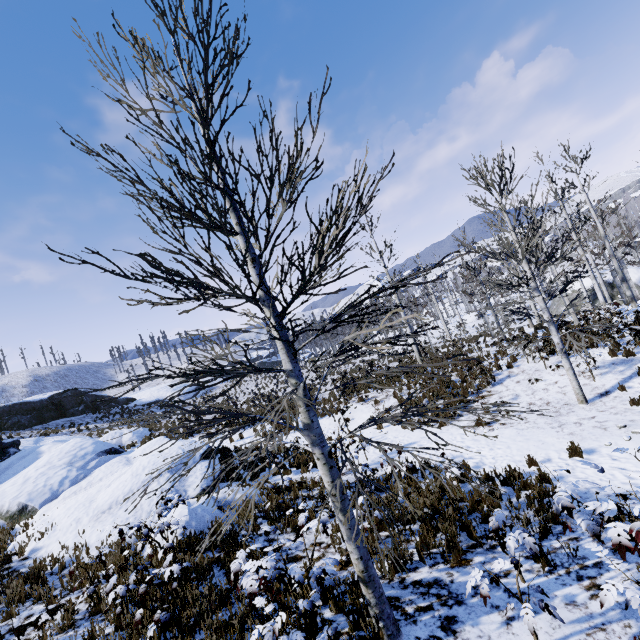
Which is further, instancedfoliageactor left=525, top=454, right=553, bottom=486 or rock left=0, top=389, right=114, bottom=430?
rock left=0, top=389, right=114, bottom=430

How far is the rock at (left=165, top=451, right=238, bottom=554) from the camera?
7.6m

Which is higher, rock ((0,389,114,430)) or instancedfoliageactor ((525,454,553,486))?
rock ((0,389,114,430))

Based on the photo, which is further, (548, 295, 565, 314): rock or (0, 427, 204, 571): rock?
(548, 295, 565, 314): rock

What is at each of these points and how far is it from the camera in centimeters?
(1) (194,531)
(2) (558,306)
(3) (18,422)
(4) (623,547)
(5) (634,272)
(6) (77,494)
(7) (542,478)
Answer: (1) rock, 773cm
(2) rock, 3338cm
(3) rock, 2794cm
(4) instancedfoliageactor, 278cm
(5) rock, 2827cm
(6) rock, 1112cm
(7) instancedfoliageactor, 688cm

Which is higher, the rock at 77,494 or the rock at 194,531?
the rock at 77,494

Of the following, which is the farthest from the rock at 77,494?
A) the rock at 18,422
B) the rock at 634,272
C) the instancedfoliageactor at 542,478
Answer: the rock at 634,272

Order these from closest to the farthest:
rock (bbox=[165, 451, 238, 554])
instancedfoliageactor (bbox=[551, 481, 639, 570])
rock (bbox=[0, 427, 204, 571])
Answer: instancedfoliageactor (bbox=[551, 481, 639, 570]) < rock (bbox=[165, 451, 238, 554]) < rock (bbox=[0, 427, 204, 571])
